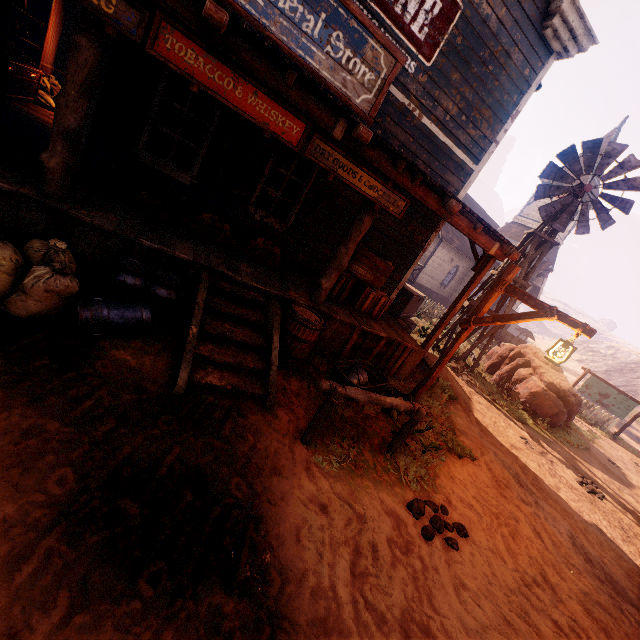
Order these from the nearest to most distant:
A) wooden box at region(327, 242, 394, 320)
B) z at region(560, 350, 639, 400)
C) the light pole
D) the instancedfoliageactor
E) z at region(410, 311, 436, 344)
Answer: the light pole
wooden box at region(327, 242, 394, 320)
the instancedfoliageactor
z at region(410, 311, 436, 344)
z at region(560, 350, 639, 400)

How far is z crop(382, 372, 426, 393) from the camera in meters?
7.2 m

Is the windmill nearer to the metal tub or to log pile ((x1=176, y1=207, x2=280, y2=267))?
the metal tub

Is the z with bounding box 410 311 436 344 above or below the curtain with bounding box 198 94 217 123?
below

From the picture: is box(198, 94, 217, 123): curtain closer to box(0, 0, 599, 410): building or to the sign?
box(0, 0, 599, 410): building

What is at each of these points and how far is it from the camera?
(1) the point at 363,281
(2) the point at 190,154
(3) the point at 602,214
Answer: (1) wooden box, 7.2m
(2) curtain, 5.8m
(3) windmill, 10.0m

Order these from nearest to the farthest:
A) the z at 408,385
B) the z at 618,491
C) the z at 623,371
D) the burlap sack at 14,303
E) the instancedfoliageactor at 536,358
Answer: the z at 618,491 < the burlap sack at 14,303 < the z at 408,385 < the instancedfoliageactor at 536,358 < the z at 623,371

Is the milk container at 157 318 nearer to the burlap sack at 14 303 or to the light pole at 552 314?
the burlap sack at 14 303
